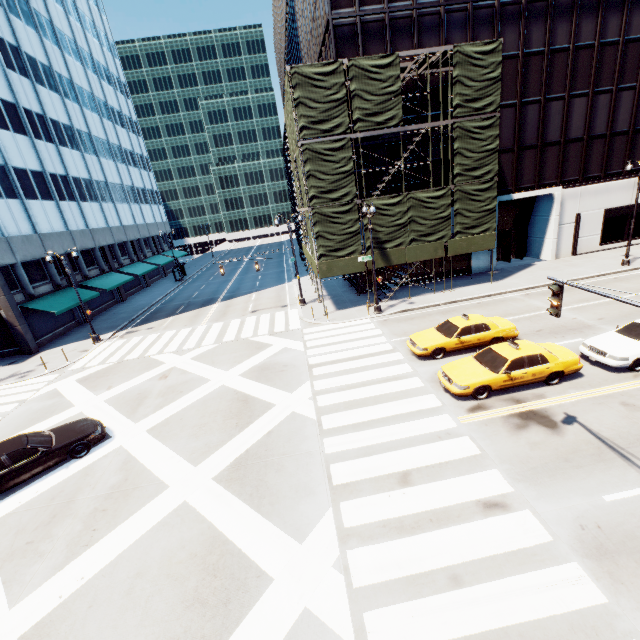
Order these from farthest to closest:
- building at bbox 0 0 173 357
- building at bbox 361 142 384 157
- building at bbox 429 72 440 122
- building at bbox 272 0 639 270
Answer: building at bbox 0 0 173 357 < building at bbox 361 142 384 157 < building at bbox 429 72 440 122 < building at bbox 272 0 639 270

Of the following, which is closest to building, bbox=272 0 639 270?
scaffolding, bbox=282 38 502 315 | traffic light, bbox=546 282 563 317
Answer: scaffolding, bbox=282 38 502 315

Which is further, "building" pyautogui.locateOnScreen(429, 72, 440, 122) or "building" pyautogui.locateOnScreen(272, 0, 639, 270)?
"building" pyautogui.locateOnScreen(429, 72, 440, 122)

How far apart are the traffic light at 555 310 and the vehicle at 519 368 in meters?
4.4 m

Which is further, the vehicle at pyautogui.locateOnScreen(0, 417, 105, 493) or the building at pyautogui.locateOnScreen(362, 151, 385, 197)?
the building at pyautogui.locateOnScreen(362, 151, 385, 197)

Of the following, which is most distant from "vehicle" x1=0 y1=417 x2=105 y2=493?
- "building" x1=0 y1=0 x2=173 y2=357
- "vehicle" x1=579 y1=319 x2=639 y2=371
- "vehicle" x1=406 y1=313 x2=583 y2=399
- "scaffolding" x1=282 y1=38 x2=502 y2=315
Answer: "vehicle" x1=579 y1=319 x2=639 y2=371

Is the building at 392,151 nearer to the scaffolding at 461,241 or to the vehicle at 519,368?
the scaffolding at 461,241

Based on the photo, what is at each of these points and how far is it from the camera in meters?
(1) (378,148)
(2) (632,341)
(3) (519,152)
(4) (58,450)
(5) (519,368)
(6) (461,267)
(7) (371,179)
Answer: (1) building, 24.5
(2) vehicle, 12.8
(3) building, 25.9
(4) vehicle, 12.0
(5) vehicle, 12.2
(6) building, 28.5
(7) building, 25.0
